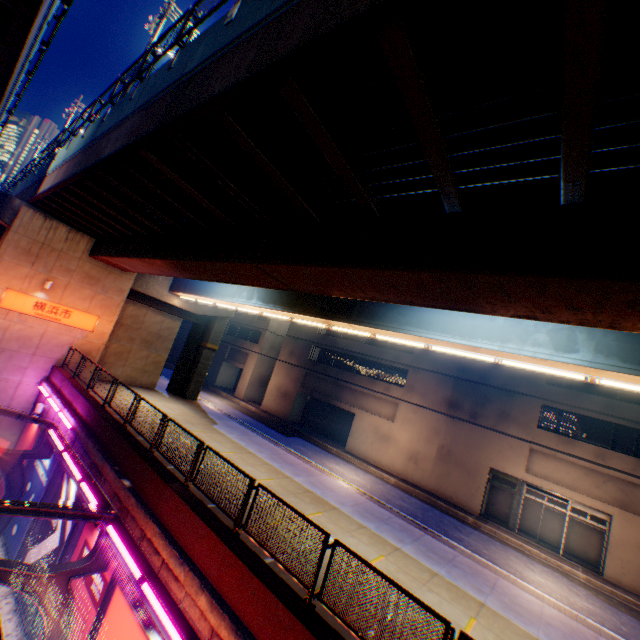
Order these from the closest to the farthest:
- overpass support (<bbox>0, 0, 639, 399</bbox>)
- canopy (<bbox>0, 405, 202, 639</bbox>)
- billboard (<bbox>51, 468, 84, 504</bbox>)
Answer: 1. overpass support (<bbox>0, 0, 639, 399</bbox>)
2. canopy (<bbox>0, 405, 202, 639</bbox>)
3. billboard (<bbox>51, 468, 84, 504</bbox>)

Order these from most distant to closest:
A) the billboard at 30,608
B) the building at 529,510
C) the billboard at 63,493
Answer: the building at 529,510
the billboard at 63,493
the billboard at 30,608

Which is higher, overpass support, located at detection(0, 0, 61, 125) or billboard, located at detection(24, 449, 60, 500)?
overpass support, located at detection(0, 0, 61, 125)

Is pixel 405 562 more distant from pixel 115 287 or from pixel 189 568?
pixel 115 287

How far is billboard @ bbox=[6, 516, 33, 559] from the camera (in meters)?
13.39

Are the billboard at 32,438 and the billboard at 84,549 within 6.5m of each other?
no

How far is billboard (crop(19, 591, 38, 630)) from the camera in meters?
10.9

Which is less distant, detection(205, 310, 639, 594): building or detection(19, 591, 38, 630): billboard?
detection(19, 591, 38, 630): billboard
